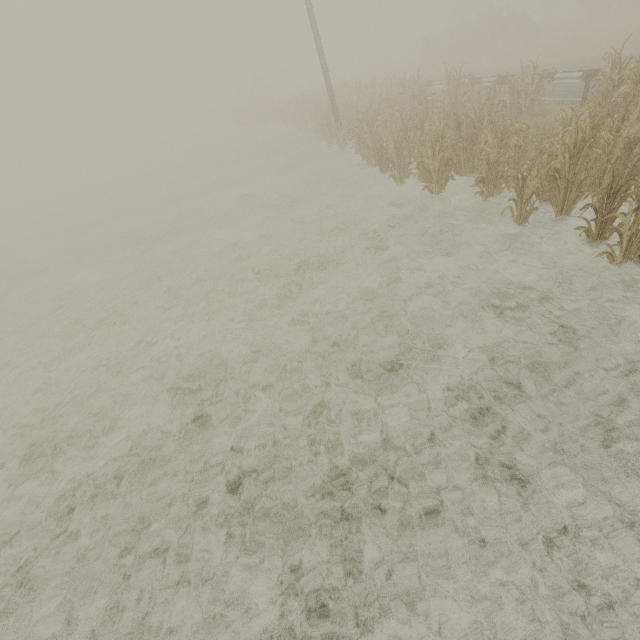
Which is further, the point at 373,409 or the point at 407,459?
the point at 373,409

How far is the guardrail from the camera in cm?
998

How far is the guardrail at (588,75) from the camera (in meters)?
9.98
